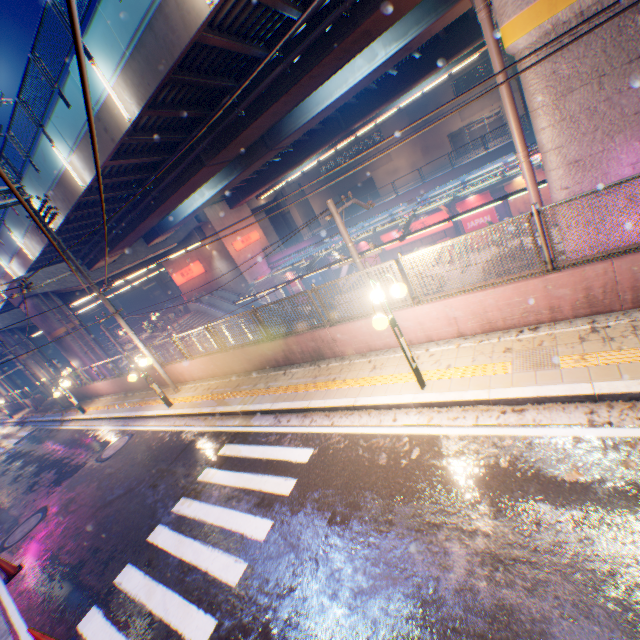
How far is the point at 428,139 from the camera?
42.84m

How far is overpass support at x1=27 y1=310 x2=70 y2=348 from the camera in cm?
2303

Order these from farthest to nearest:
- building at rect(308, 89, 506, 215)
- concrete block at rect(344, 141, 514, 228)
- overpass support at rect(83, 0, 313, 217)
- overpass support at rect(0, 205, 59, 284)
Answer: building at rect(308, 89, 506, 215) → concrete block at rect(344, 141, 514, 228) → overpass support at rect(0, 205, 59, 284) → overpass support at rect(83, 0, 313, 217)

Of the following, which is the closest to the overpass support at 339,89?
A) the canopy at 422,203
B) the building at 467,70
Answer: the canopy at 422,203

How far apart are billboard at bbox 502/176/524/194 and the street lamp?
24.26m

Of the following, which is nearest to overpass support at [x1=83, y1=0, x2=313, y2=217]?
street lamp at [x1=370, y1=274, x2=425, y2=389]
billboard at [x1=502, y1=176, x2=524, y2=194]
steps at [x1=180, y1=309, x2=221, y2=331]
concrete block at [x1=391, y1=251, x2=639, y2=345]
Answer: concrete block at [x1=391, y1=251, x2=639, y2=345]

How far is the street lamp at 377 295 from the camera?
5.5m
